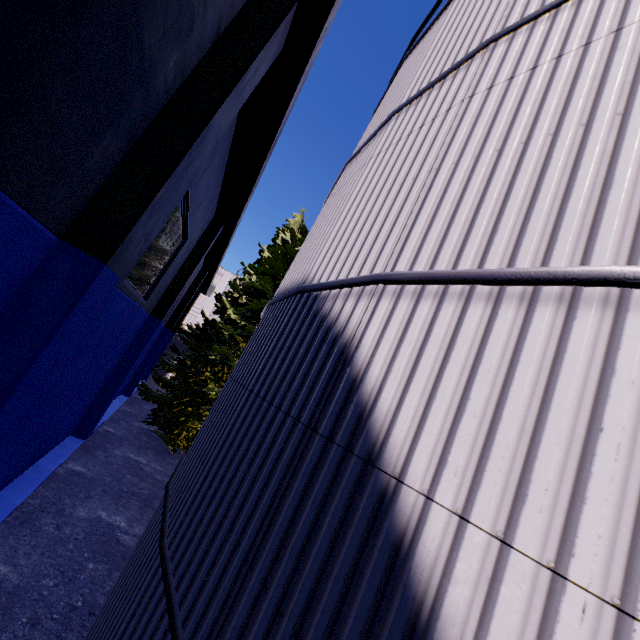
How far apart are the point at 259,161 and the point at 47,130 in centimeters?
723cm

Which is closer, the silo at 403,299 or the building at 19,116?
the silo at 403,299

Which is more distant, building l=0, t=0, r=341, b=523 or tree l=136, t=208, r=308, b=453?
tree l=136, t=208, r=308, b=453

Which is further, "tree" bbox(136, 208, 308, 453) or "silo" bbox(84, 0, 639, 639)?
"tree" bbox(136, 208, 308, 453)

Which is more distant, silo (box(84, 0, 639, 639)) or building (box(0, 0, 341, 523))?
building (box(0, 0, 341, 523))

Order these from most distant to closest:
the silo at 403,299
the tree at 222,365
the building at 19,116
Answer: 1. the tree at 222,365
2. the building at 19,116
3. the silo at 403,299

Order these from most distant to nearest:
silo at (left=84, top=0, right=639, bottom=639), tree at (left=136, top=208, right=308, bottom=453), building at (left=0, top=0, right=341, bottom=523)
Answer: tree at (left=136, top=208, right=308, bottom=453), building at (left=0, top=0, right=341, bottom=523), silo at (left=84, top=0, right=639, bottom=639)

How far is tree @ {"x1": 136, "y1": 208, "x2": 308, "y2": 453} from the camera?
15.1m
